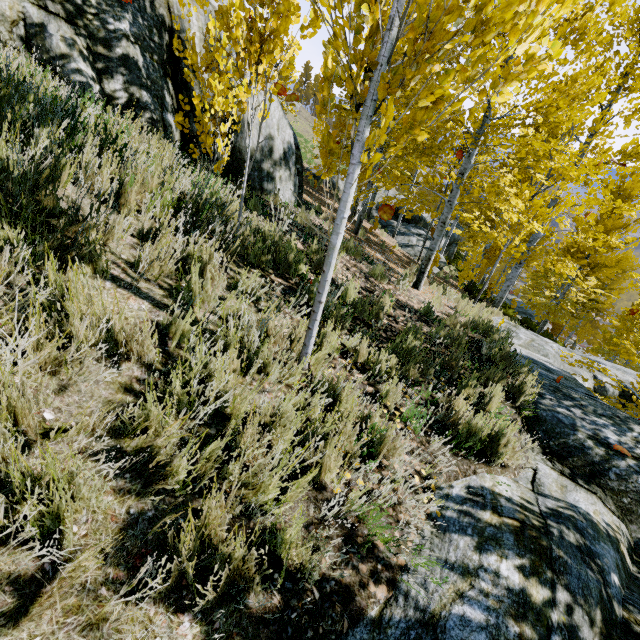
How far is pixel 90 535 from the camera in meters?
1.4 m

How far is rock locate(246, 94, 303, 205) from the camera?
7.20m

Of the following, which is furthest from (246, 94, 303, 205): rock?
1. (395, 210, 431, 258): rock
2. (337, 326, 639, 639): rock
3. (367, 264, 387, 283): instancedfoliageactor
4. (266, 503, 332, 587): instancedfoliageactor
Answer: (395, 210, 431, 258): rock

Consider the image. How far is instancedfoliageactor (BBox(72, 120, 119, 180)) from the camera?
2.8 meters

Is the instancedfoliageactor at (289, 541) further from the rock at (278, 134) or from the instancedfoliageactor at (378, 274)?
the rock at (278, 134)

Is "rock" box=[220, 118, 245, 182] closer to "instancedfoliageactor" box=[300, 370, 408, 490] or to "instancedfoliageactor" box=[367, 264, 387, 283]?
"instancedfoliageactor" box=[300, 370, 408, 490]

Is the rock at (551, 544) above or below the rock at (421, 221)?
above
